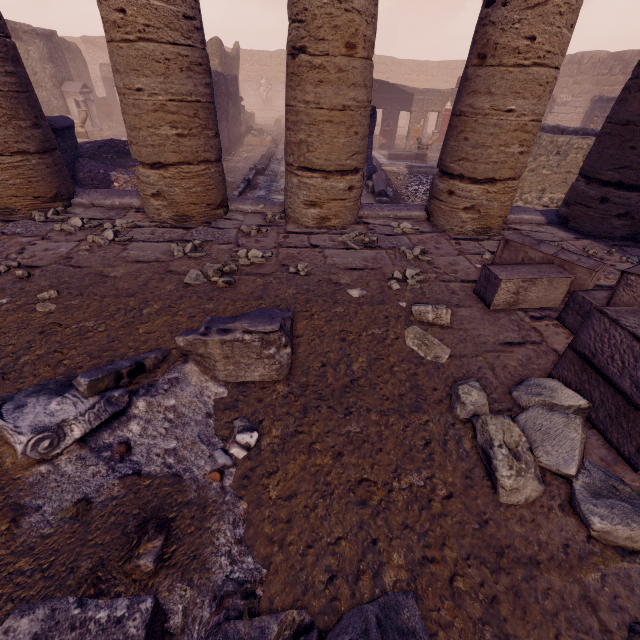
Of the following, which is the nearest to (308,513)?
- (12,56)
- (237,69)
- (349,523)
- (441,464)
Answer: (349,523)

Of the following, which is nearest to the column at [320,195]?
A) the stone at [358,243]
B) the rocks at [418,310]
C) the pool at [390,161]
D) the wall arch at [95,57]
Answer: the stone at [358,243]

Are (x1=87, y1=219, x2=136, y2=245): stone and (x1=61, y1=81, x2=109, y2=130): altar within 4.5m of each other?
no

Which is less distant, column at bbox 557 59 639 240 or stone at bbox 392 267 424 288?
stone at bbox 392 267 424 288

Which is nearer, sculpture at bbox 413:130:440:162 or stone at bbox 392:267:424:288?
stone at bbox 392:267:424:288

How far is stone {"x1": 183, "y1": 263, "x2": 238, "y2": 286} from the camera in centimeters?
292cm

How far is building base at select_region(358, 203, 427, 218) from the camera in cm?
473

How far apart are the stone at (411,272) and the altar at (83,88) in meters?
20.7
